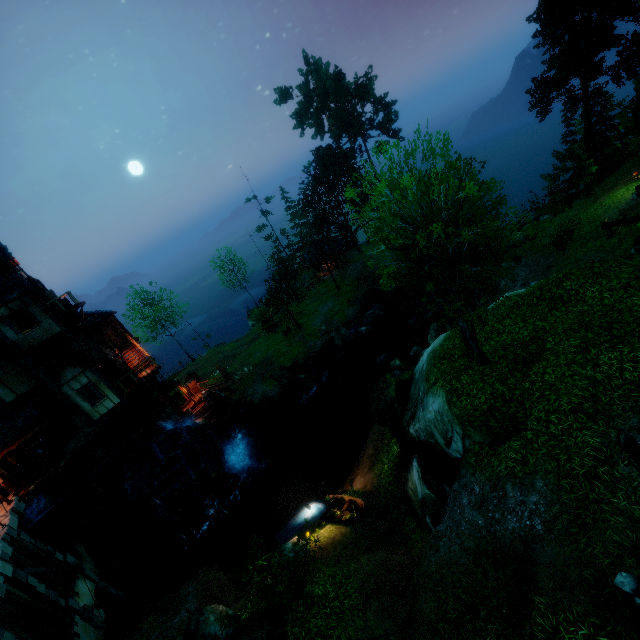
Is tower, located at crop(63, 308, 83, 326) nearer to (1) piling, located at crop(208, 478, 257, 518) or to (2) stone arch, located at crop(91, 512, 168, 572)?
(2) stone arch, located at crop(91, 512, 168, 572)

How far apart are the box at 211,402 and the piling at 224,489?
6.9m

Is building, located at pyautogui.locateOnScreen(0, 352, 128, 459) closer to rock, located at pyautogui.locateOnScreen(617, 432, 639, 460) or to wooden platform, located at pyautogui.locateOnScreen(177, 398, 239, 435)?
wooden platform, located at pyautogui.locateOnScreen(177, 398, 239, 435)

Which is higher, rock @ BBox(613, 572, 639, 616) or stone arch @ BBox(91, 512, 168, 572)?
rock @ BBox(613, 572, 639, 616)

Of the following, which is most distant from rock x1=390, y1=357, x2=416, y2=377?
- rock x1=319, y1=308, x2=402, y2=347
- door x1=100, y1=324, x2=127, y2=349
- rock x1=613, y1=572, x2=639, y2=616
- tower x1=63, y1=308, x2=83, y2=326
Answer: door x1=100, y1=324, x2=127, y2=349

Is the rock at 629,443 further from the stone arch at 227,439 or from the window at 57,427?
the window at 57,427

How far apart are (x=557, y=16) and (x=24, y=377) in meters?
46.9

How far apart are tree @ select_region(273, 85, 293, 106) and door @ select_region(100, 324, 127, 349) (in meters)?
34.53
